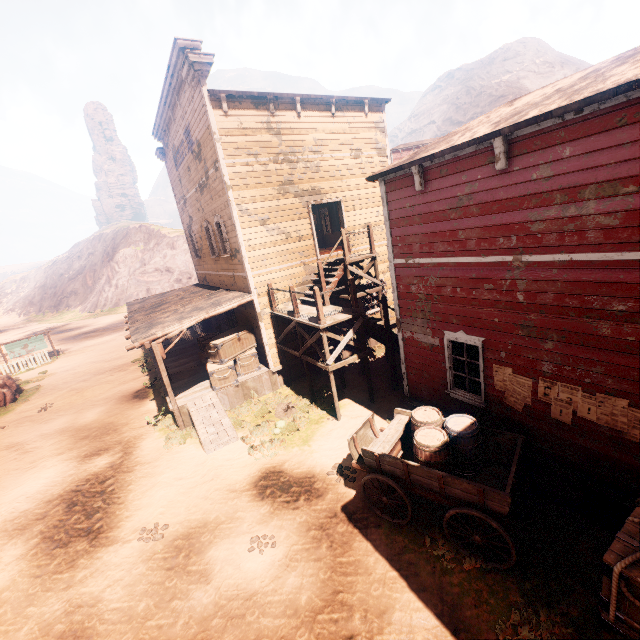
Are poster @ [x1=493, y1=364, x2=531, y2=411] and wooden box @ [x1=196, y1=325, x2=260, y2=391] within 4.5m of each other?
no

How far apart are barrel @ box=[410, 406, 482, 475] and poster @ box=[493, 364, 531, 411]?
0.9 meters

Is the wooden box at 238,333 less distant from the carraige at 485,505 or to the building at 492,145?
the building at 492,145

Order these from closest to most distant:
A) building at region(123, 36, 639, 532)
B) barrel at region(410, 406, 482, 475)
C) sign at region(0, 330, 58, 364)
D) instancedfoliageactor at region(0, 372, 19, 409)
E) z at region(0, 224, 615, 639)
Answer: building at region(123, 36, 639, 532)
z at region(0, 224, 615, 639)
barrel at region(410, 406, 482, 475)
instancedfoliageactor at region(0, 372, 19, 409)
sign at region(0, 330, 58, 364)

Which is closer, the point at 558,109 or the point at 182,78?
the point at 558,109

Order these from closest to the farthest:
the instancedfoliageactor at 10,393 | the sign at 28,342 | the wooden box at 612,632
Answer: the wooden box at 612,632 → the instancedfoliageactor at 10,393 → the sign at 28,342

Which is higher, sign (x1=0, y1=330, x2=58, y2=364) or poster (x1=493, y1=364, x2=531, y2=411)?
poster (x1=493, y1=364, x2=531, y2=411)

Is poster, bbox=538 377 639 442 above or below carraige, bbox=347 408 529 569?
above
